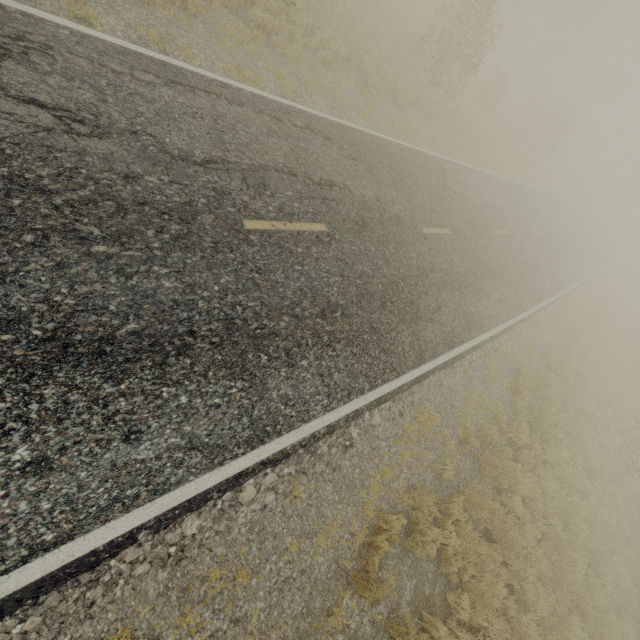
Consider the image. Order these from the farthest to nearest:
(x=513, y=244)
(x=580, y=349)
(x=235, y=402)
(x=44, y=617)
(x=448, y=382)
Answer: (x=580, y=349), (x=513, y=244), (x=448, y=382), (x=235, y=402), (x=44, y=617)
